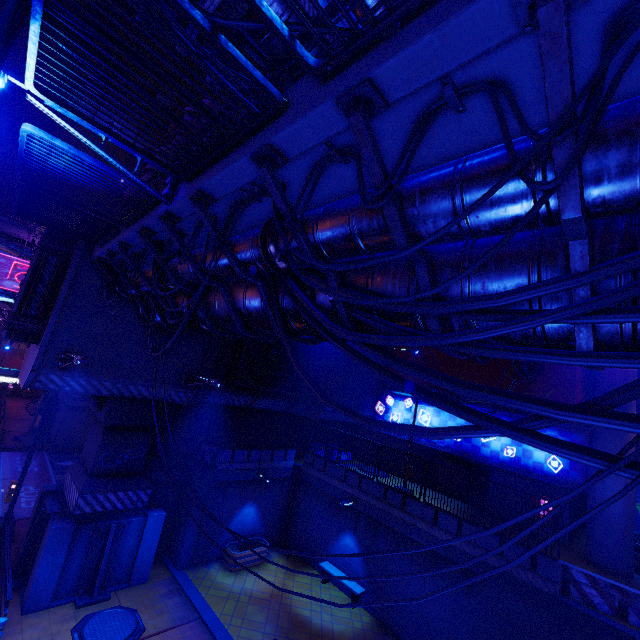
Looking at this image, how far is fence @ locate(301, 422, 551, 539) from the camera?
12.5m

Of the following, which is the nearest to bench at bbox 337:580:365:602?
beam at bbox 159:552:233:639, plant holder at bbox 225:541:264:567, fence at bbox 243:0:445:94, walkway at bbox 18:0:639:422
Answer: plant holder at bbox 225:541:264:567

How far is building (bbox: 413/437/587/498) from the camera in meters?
15.8 m

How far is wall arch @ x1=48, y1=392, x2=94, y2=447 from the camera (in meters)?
26.66

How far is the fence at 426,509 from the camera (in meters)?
12.48

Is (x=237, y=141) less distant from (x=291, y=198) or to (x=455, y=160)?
(x=291, y=198)

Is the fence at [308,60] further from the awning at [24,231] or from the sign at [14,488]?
the awning at [24,231]

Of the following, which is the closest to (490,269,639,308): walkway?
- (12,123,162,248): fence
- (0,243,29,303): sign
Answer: (12,123,162,248): fence
